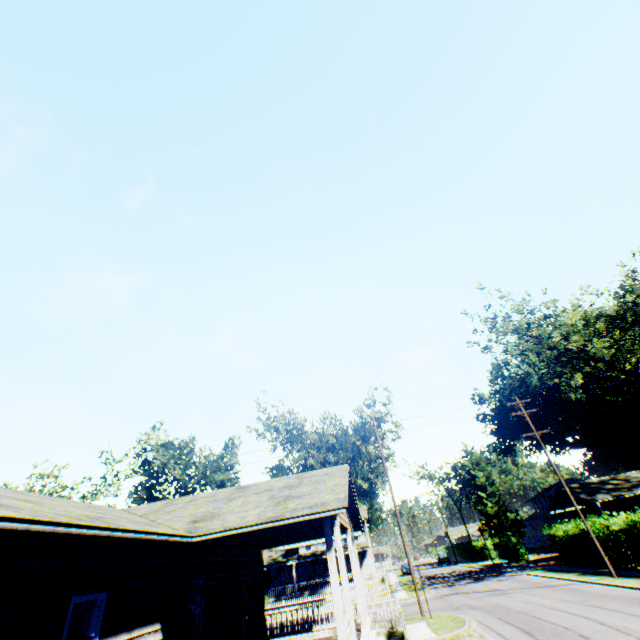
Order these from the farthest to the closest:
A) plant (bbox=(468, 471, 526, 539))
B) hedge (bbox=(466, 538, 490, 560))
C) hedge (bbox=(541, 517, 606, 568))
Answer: plant (bbox=(468, 471, 526, 539)) < hedge (bbox=(466, 538, 490, 560)) < hedge (bbox=(541, 517, 606, 568))

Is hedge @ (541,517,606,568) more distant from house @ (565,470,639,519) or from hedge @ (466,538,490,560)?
hedge @ (466,538,490,560)

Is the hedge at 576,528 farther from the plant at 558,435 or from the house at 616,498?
the plant at 558,435

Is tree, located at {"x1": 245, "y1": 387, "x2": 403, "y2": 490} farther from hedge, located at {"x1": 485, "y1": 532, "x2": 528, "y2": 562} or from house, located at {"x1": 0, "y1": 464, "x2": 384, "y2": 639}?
hedge, located at {"x1": 485, "y1": 532, "x2": 528, "y2": 562}

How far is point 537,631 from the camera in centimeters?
1262cm

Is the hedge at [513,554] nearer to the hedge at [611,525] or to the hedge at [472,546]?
the hedge at [472,546]

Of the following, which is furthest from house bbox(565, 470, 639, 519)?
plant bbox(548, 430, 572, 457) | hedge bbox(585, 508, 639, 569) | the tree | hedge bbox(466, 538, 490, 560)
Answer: the tree

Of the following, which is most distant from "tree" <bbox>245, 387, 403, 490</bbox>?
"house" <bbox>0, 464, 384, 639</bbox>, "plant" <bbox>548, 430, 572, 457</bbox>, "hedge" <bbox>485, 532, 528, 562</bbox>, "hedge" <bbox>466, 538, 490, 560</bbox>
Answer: "plant" <bbox>548, 430, 572, 457</bbox>
